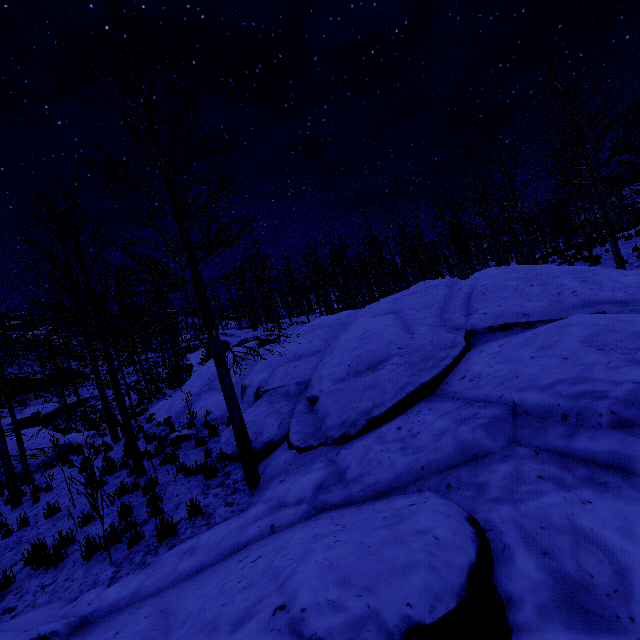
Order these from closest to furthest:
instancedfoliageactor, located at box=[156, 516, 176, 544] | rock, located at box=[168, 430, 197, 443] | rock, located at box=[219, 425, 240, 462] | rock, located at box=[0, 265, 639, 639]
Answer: rock, located at box=[0, 265, 639, 639], instancedfoliageactor, located at box=[156, 516, 176, 544], rock, located at box=[219, 425, 240, 462], rock, located at box=[168, 430, 197, 443]

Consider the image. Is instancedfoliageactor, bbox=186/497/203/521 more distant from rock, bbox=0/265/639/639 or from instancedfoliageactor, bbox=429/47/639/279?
instancedfoliageactor, bbox=429/47/639/279

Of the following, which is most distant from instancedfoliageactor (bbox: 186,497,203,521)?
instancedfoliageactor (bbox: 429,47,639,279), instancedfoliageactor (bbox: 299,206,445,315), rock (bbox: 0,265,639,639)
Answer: instancedfoliageactor (bbox: 429,47,639,279)

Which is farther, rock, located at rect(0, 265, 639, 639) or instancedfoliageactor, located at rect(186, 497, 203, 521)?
instancedfoliageactor, located at rect(186, 497, 203, 521)

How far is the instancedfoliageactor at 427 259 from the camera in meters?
26.9

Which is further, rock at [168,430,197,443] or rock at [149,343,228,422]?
rock at [149,343,228,422]

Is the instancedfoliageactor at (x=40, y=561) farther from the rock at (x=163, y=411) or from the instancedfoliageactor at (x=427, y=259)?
the instancedfoliageactor at (x=427, y=259)

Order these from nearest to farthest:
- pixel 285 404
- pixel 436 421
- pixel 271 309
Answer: pixel 436 421 < pixel 285 404 < pixel 271 309
